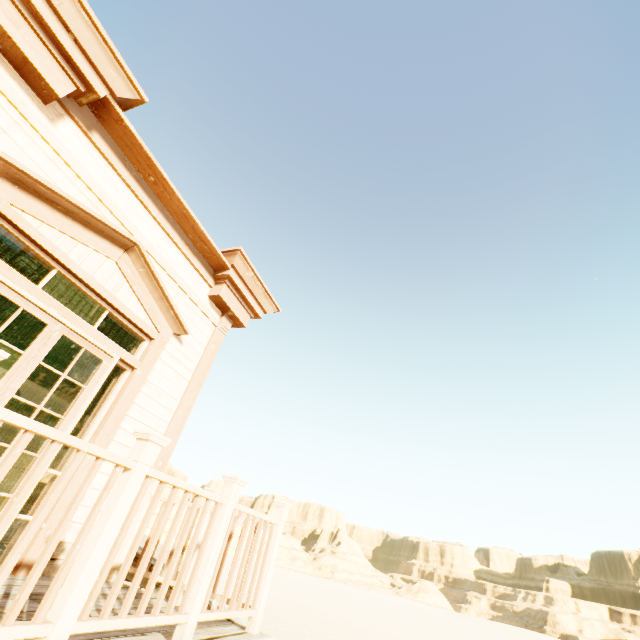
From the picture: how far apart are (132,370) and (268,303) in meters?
2.7

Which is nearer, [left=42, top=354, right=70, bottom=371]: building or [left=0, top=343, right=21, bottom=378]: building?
[left=0, top=343, right=21, bottom=378]: building

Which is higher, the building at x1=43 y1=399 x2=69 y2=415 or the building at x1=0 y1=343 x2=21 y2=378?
the building at x1=43 y1=399 x2=69 y2=415

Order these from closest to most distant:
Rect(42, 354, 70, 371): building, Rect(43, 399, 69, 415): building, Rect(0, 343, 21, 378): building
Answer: Rect(0, 343, 21, 378): building → Rect(42, 354, 70, 371): building → Rect(43, 399, 69, 415): building

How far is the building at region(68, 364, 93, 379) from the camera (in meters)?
7.41

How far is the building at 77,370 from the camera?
7.4m
